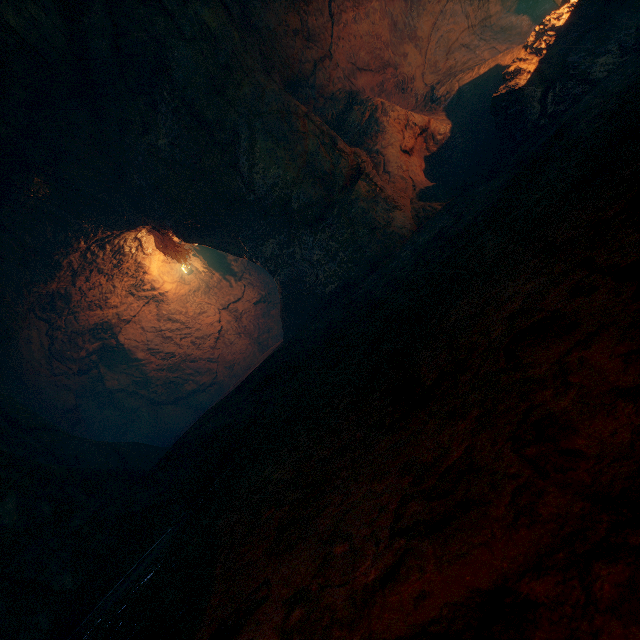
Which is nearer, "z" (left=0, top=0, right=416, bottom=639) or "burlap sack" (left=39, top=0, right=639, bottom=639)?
"burlap sack" (left=39, top=0, right=639, bottom=639)

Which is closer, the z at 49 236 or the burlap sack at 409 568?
the burlap sack at 409 568

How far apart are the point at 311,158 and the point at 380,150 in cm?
147
